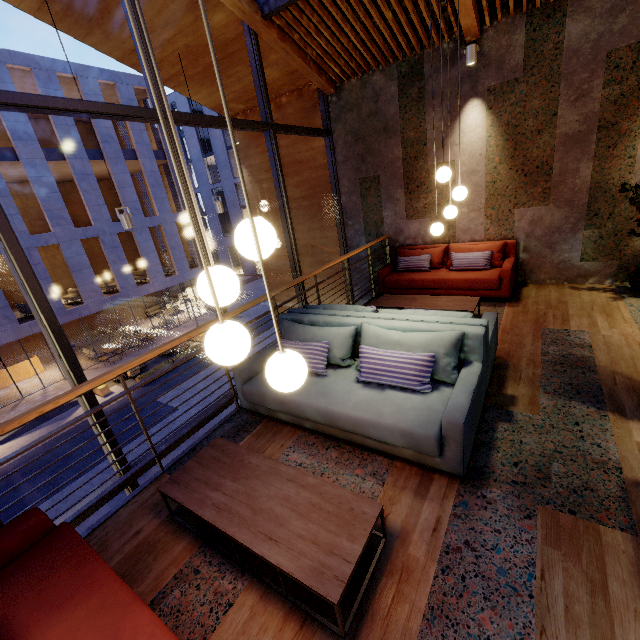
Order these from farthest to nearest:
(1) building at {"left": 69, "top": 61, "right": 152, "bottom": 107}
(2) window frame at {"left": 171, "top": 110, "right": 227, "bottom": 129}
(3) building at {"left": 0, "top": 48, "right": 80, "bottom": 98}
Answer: (1) building at {"left": 69, "top": 61, "right": 152, "bottom": 107} < (3) building at {"left": 0, "top": 48, "right": 80, "bottom": 98} < (2) window frame at {"left": 171, "top": 110, "right": 227, "bottom": 129}

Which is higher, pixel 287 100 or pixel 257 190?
pixel 287 100

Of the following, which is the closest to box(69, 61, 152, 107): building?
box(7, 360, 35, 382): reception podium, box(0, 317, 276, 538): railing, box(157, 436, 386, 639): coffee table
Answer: box(7, 360, 35, 382): reception podium

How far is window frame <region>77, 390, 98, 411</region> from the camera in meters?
3.4 m

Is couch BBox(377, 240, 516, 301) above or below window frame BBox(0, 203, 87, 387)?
below

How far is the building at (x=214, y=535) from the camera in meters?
2.3

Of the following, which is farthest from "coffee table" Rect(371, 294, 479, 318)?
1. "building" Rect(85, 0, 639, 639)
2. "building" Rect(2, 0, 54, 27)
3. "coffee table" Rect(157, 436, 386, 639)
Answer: "coffee table" Rect(157, 436, 386, 639)

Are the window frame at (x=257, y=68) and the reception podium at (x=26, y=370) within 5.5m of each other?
no
